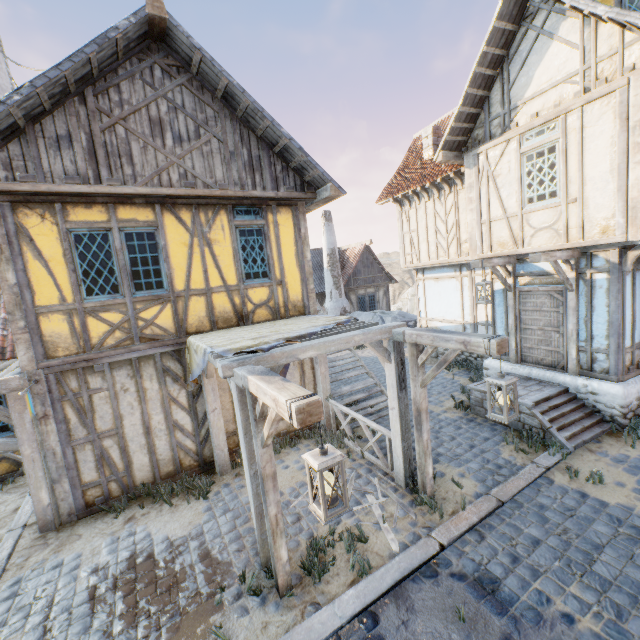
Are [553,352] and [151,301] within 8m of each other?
no

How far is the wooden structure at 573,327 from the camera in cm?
681

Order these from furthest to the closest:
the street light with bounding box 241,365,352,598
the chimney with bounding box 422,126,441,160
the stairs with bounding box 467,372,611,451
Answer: the chimney with bounding box 422,126,441,160 < the stairs with bounding box 467,372,611,451 < the street light with bounding box 241,365,352,598

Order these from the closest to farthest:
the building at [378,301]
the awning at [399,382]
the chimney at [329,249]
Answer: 1. the awning at [399,382]
2. the chimney at [329,249]
3. the building at [378,301]

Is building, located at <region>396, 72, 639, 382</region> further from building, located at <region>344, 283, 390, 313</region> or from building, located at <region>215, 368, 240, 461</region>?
building, located at <region>344, 283, 390, 313</region>

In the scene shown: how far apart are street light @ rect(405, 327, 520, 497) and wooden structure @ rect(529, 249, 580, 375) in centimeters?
354cm

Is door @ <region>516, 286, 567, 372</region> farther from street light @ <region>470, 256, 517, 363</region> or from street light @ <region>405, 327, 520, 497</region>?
street light @ <region>405, 327, 520, 497</region>

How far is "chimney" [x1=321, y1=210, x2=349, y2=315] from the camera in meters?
20.1 m
